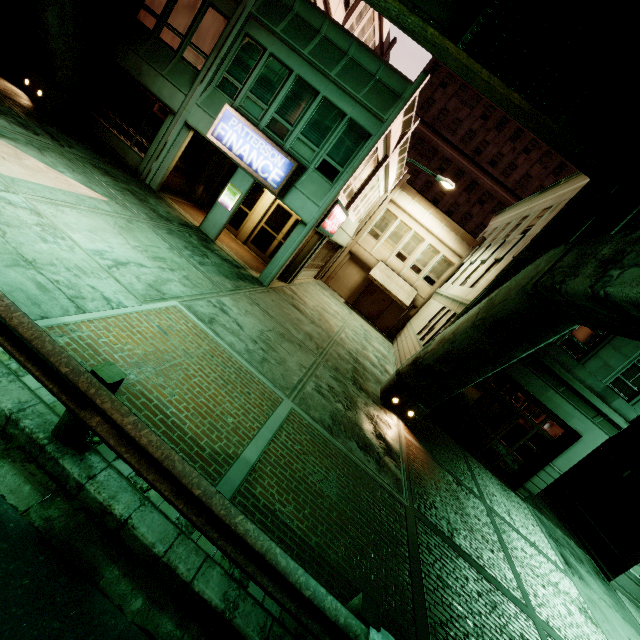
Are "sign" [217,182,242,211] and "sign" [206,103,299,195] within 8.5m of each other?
yes

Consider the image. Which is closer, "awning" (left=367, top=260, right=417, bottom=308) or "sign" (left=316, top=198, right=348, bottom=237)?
"sign" (left=316, top=198, right=348, bottom=237)

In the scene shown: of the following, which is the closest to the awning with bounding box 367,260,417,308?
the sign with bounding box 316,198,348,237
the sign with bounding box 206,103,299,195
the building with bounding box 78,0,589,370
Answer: the building with bounding box 78,0,589,370

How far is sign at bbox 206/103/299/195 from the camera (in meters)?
11.83

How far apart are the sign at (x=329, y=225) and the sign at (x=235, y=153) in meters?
1.8

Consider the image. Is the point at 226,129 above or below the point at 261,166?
above

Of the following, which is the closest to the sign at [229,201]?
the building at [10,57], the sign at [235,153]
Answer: the sign at [235,153]

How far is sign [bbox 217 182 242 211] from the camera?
12.9m
